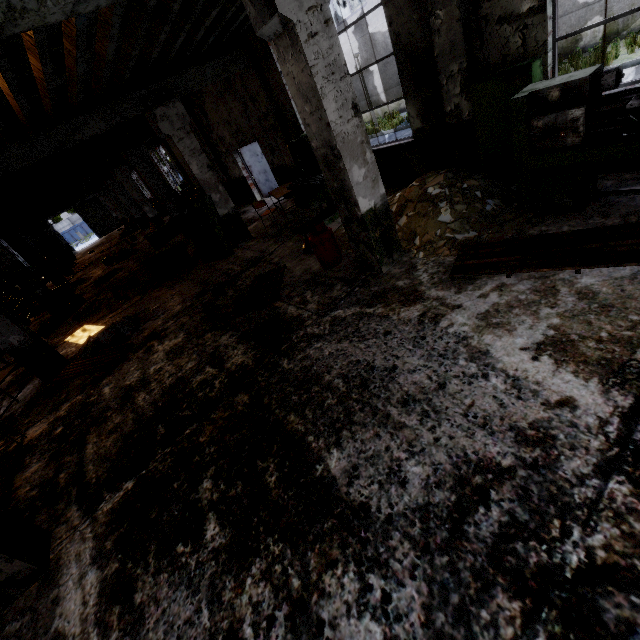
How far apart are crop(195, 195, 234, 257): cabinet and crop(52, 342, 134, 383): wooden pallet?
3.5 meters

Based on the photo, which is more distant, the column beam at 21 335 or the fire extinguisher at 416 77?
the column beam at 21 335

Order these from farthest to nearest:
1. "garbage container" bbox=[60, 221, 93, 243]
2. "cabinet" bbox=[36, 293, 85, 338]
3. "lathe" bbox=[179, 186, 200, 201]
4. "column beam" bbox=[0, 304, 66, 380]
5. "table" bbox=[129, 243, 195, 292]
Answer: "garbage container" bbox=[60, 221, 93, 243]
"lathe" bbox=[179, 186, 200, 201]
"cabinet" bbox=[36, 293, 85, 338]
"table" bbox=[129, 243, 195, 292]
"column beam" bbox=[0, 304, 66, 380]

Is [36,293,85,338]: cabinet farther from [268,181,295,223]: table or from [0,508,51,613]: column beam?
[0,508,51,613]: column beam

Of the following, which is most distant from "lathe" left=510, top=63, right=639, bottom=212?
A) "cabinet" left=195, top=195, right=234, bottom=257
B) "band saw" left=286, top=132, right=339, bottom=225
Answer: "cabinet" left=195, top=195, right=234, bottom=257

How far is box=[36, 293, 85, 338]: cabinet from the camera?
11.0 meters

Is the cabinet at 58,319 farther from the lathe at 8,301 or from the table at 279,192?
the table at 279,192

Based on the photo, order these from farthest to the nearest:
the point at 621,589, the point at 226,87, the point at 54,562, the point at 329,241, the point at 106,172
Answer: the point at 106,172 → the point at 226,87 → the point at 329,241 → the point at 54,562 → the point at 621,589
